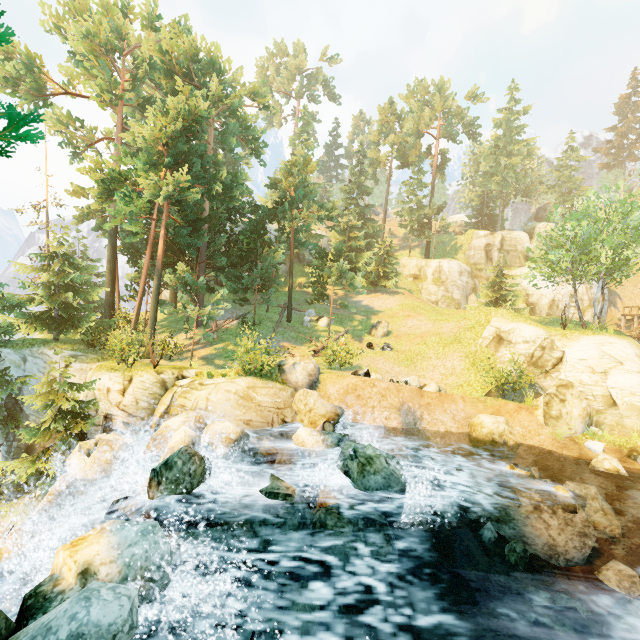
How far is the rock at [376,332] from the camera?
27.2 meters

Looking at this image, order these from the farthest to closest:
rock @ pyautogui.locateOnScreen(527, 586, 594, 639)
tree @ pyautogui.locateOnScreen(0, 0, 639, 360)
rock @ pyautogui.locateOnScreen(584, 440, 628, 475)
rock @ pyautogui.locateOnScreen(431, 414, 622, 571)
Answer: tree @ pyautogui.locateOnScreen(0, 0, 639, 360) → rock @ pyautogui.locateOnScreen(584, 440, 628, 475) → rock @ pyautogui.locateOnScreen(431, 414, 622, 571) → rock @ pyautogui.locateOnScreen(527, 586, 594, 639)

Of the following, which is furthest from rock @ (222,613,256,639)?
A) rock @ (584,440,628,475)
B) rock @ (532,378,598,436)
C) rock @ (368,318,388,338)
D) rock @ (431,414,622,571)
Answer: rock @ (368,318,388,338)

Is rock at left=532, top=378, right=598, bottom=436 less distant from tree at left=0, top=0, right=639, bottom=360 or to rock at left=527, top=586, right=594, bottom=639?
tree at left=0, top=0, right=639, bottom=360

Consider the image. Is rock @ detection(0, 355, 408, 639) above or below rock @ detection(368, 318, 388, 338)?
below

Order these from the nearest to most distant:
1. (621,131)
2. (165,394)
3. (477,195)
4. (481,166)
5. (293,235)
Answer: (165,394)
(293,235)
(477,195)
(481,166)
(621,131)

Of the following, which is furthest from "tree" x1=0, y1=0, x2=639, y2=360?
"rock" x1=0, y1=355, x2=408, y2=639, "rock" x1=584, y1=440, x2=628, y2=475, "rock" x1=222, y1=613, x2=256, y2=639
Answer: "rock" x1=584, y1=440, x2=628, y2=475

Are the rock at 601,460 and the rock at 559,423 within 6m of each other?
yes
